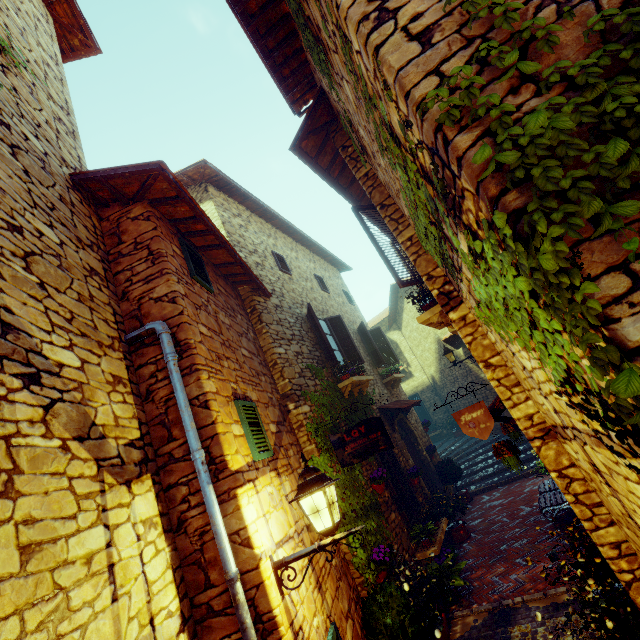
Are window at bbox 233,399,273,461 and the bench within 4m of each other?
no

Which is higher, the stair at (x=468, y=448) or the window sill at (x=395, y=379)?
the window sill at (x=395, y=379)

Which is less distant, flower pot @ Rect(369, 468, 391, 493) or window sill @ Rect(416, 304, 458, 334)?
window sill @ Rect(416, 304, 458, 334)

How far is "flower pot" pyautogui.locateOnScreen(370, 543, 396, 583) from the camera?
4.91m

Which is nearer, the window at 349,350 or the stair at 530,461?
the window at 349,350

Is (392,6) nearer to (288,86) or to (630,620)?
(288,86)

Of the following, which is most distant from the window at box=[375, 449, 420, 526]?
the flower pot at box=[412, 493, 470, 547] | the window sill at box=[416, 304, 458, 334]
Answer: the window sill at box=[416, 304, 458, 334]

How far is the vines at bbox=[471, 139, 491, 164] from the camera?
1.4m
